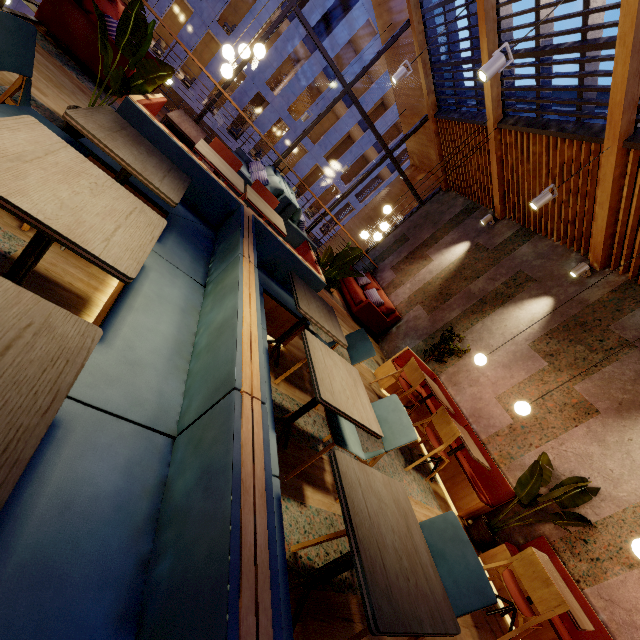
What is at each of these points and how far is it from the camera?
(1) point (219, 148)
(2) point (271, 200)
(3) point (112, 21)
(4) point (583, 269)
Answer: (1) chair, 4.1 meters
(2) chair, 4.6 meters
(3) couch, 4.3 meters
(4) lamp, 5.5 meters

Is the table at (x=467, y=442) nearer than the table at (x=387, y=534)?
No

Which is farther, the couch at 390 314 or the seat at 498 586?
the couch at 390 314

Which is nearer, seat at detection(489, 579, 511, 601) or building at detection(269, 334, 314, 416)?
building at detection(269, 334, 314, 416)

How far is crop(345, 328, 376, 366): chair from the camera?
3.1m

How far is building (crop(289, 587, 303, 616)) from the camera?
1.7 meters

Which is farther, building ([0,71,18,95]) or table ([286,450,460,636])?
building ([0,71,18,95])

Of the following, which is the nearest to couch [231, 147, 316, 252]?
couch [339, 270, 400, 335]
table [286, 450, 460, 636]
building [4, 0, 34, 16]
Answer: couch [339, 270, 400, 335]
